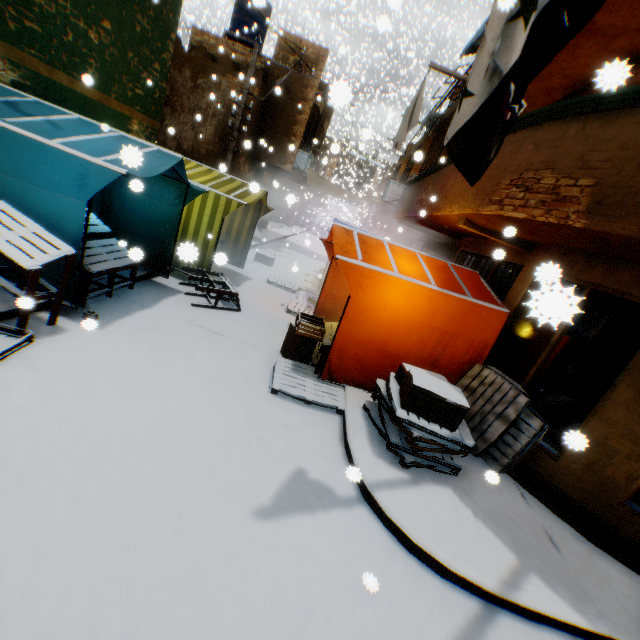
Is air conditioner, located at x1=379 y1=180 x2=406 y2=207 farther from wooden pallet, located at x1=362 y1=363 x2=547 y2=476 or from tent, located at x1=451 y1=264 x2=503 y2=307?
wooden pallet, located at x1=362 y1=363 x2=547 y2=476

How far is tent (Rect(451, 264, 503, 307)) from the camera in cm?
562

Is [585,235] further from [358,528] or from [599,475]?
[358,528]

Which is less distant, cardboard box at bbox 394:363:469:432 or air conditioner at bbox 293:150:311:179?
cardboard box at bbox 394:363:469:432

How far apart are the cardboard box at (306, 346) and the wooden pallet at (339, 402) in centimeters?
1cm

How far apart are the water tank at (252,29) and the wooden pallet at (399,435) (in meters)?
17.30

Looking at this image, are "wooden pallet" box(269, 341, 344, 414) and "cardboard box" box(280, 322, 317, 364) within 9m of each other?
yes

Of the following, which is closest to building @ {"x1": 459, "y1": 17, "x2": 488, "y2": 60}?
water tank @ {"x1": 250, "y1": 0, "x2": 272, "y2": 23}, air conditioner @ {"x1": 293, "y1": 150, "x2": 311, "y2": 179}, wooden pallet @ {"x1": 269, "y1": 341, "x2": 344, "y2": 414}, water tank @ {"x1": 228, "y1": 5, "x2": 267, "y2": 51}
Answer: air conditioner @ {"x1": 293, "y1": 150, "x2": 311, "y2": 179}
